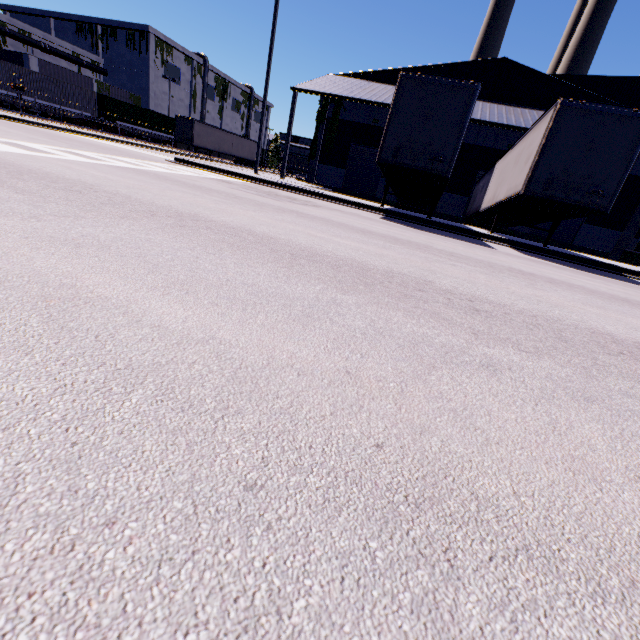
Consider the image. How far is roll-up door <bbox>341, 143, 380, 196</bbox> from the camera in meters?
26.0

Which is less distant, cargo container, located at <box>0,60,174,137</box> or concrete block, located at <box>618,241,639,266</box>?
concrete block, located at <box>618,241,639,266</box>

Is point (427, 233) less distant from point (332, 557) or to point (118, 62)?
point (332, 557)

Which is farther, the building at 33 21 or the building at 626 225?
the building at 33 21

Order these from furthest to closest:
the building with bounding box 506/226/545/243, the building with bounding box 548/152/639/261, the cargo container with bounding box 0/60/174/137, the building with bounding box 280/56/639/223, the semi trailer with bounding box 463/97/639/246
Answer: the cargo container with bounding box 0/60/174/137, the building with bounding box 506/226/545/243, the building with bounding box 548/152/639/261, the building with bounding box 280/56/639/223, the semi trailer with bounding box 463/97/639/246

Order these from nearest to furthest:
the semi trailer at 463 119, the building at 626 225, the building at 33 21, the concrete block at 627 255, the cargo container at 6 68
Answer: the semi trailer at 463 119 → the concrete block at 627 255 → the building at 626 225 → the cargo container at 6 68 → the building at 33 21

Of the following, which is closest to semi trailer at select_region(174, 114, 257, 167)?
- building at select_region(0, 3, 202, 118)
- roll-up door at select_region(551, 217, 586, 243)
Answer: building at select_region(0, 3, 202, 118)

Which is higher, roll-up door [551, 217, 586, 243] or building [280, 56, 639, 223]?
building [280, 56, 639, 223]
